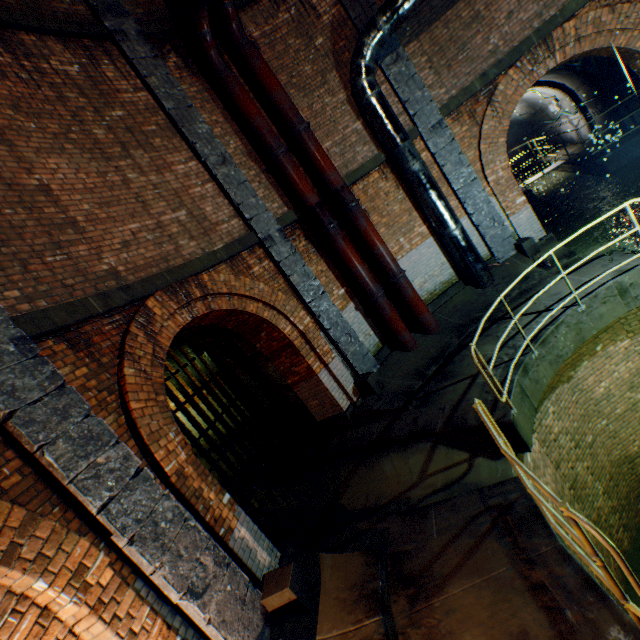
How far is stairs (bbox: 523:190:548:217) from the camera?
12.2m

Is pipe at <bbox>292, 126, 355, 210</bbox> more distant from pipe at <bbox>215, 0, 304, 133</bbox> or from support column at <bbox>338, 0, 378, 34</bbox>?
support column at <bbox>338, 0, 378, 34</bbox>

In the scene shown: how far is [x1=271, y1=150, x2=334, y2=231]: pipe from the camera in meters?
7.5 m

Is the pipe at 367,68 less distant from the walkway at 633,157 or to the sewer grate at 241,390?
the walkway at 633,157

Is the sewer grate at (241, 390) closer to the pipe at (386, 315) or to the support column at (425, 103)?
the pipe at (386, 315)

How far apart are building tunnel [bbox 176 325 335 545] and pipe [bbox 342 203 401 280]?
3.5m

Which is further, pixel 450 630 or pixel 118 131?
pixel 118 131

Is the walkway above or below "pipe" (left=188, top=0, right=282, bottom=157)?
below
